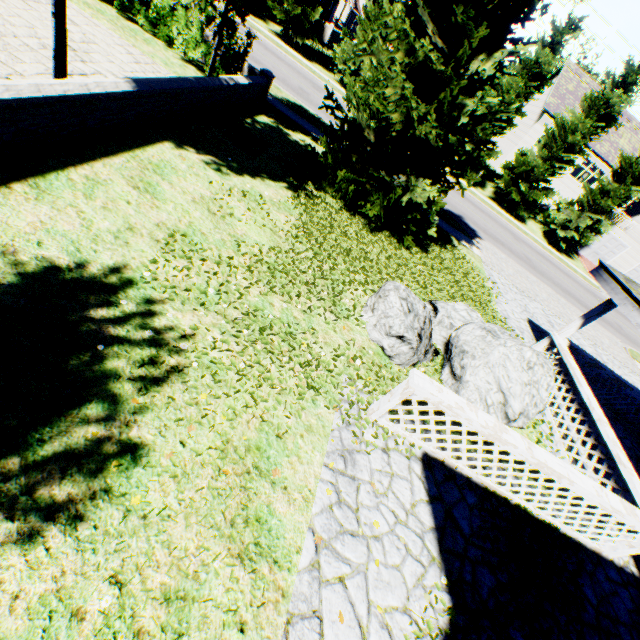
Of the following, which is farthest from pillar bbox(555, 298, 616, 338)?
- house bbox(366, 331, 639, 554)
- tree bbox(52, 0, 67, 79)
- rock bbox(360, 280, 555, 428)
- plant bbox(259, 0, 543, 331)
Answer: tree bbox(52, 0, 67, 79)

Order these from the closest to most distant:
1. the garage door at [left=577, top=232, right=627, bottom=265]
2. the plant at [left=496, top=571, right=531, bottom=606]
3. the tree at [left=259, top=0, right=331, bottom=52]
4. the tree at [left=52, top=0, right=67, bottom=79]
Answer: the plant at [left=496, top=571, right=531, bottom=606] → the tree at [left=52, top=0, right=67, bottom=79] → the tree at [left=259, top=0, right=331, bottom=52] → the garage door at [left=577, top=232, right=627, bottom=265]

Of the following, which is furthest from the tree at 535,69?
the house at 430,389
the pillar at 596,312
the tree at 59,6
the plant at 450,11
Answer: the pillar at 596,312

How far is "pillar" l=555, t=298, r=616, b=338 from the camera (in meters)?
7.98

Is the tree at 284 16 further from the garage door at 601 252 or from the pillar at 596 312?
the pillar at 596 312

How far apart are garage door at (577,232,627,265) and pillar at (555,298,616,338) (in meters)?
31.64

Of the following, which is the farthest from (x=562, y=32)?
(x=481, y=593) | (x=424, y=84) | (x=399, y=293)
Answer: (x=481, y=593)

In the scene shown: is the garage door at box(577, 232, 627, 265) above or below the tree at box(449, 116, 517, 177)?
below
